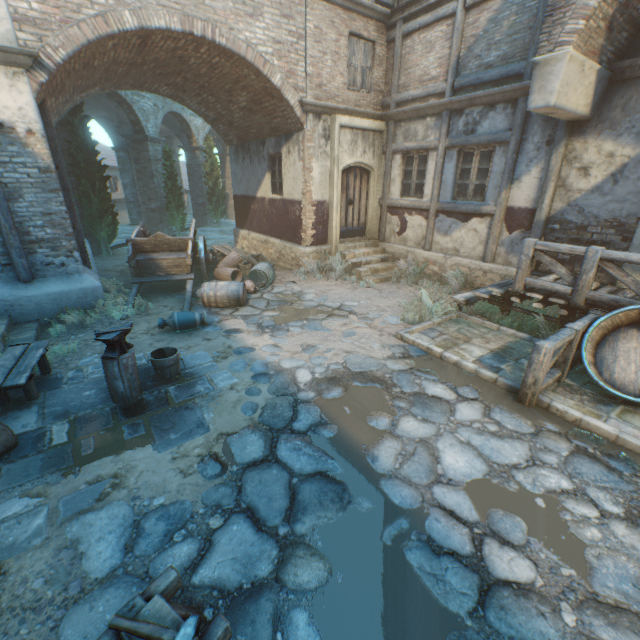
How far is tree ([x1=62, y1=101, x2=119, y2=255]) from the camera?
11.7m

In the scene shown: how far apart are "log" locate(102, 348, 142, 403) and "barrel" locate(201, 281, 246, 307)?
3.39m

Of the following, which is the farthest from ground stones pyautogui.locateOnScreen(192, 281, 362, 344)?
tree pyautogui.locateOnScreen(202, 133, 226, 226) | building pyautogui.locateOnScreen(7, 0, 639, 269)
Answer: tree pyautogui.locateOnScreen(202, 133, 226, 226)

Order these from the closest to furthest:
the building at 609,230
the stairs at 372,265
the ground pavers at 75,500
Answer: the ground pavers at 75,500 < the building at 609,230 < the stairs at 372,265

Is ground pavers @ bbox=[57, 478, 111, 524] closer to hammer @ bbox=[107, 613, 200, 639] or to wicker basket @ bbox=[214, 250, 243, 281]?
hammer @ bbox=[107, 613, 200, 639]

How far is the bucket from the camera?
4.9 meters

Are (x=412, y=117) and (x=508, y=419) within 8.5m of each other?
no

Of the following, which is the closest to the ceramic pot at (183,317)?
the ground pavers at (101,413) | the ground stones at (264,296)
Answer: the ground stones at (264,296)
